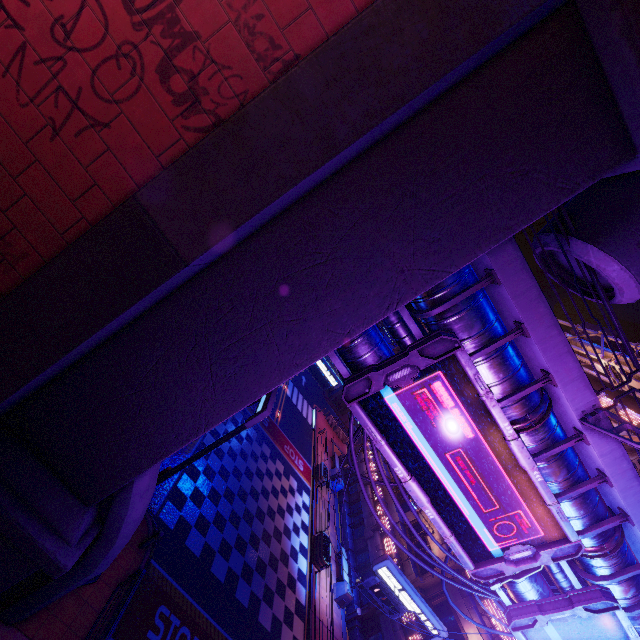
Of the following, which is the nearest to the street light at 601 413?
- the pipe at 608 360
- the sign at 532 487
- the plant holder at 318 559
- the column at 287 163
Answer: the sign at 532 487

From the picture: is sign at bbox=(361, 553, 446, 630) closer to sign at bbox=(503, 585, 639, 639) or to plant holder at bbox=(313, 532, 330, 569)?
sign at bbox=(503, 585, 639, 639)

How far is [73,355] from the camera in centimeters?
561cm

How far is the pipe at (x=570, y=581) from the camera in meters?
10.2 m

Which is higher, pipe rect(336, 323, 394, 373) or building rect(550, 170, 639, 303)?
building rect(550, 170, 639, 303)

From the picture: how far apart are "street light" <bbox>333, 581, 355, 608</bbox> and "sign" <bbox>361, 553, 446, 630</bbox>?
5.0 meters

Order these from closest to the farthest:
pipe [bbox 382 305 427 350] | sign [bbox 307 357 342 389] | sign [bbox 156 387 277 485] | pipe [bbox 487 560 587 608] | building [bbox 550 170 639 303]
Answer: building [bbox 550 170 639 303], pipe [bbox 382 305 427 350], pipe [bbox 487 560 587 608], sign [bbox 156 387 277 485], sign [bbox 307 357 342 389]

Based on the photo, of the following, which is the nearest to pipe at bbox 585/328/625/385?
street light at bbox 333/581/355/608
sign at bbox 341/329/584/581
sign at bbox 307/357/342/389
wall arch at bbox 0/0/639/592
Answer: wall arch at bbox 0/0/639/592
